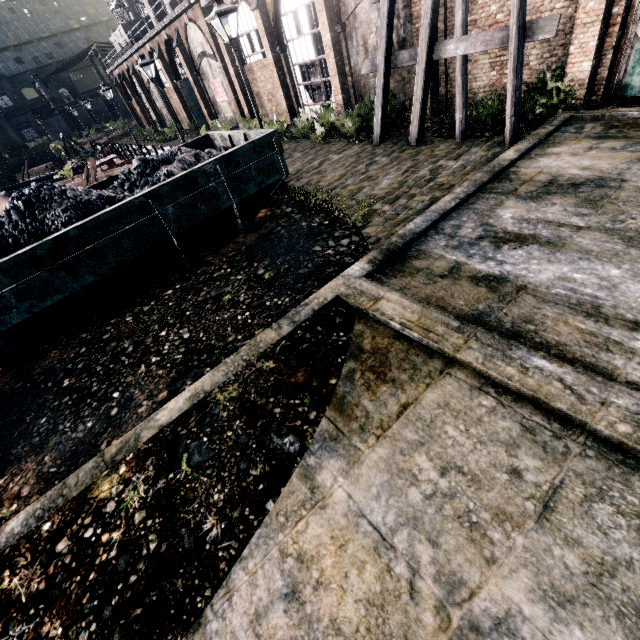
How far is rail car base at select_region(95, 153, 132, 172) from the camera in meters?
25.6 m

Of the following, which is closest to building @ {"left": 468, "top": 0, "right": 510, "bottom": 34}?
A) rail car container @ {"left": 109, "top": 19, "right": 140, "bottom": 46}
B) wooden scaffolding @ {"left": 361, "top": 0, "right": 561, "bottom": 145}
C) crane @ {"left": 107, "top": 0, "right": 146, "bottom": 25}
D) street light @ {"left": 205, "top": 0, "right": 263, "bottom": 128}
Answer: wooden scaffolding @ {"left": 361, "top": 0, "right": 561, "bottom": 145}

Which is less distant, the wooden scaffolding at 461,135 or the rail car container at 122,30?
the wooden scaffolding at 461,135

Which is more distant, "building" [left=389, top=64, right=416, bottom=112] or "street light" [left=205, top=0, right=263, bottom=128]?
"building" [left=389, top=64, right=416, bottom=112]

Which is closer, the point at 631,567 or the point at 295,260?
the point at 631,567

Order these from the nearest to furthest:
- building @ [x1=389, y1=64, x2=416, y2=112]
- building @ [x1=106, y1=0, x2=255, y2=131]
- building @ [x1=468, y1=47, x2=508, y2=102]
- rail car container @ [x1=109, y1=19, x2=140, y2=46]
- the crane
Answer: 1. building @ [x1=468, y1=47, x2=508, y2=102]
2. building @ [x1=389, y1=64, x2=416, y2=112]
3. building @ [x1=106, y1=0, x2=255, y2=131]
4. rail car container @ [x1=109, y1=19, x2=140, y2=46]
5. the crane

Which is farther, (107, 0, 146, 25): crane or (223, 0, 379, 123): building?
(107, 0, 146, 25): crane

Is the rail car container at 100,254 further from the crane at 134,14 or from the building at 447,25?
the crane at 134,14
